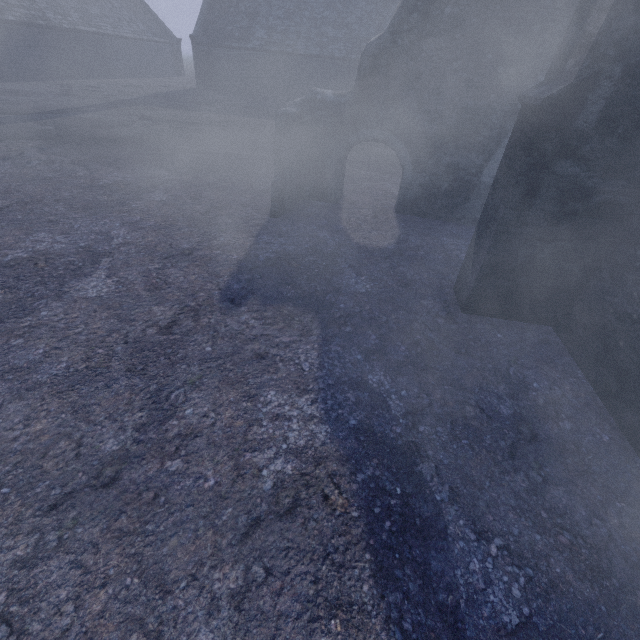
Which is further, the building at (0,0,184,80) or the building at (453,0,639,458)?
the building at (0,0,184,80)

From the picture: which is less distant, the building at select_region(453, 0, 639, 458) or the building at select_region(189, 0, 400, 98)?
the building at select_region(453, 0, 639, 458)

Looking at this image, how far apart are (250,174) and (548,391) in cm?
787

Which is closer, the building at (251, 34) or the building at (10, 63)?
the building at (10, 63)

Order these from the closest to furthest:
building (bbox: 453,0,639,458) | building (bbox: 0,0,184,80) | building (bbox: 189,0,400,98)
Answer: building (bbox: 453,0,639,458) < building (bbox: 0,0,184,80) < building (bbox: 189,0,400,98)

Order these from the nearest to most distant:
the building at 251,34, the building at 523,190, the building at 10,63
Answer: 1. the building at 523,190
2. the building at 10,63
3. the building at 251,34
